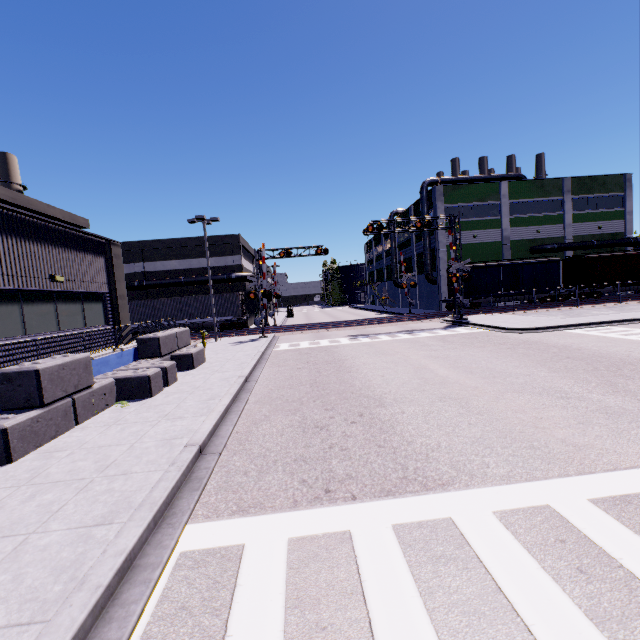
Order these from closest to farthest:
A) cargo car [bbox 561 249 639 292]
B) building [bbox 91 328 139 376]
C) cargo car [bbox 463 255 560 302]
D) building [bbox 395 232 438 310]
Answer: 1. building [bbox 91 328 139 376]
2. cargo car [bbox 463 255 560 302]
3. cargo car [bbox 561 249 639 292]
4. building [bbox 395 232 438 310]

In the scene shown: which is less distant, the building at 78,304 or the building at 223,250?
the building at 78,304

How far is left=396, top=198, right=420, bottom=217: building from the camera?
43.6 meters

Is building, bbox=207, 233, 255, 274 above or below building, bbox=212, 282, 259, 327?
above

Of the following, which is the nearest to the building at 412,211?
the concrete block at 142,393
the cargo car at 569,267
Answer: the concrete block at 142,393

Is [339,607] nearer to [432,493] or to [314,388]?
[432,493]
